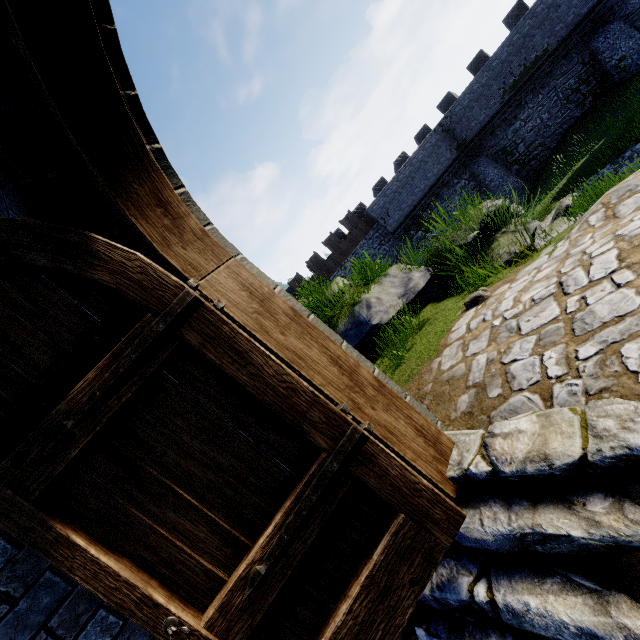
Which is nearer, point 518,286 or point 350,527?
point 350,527

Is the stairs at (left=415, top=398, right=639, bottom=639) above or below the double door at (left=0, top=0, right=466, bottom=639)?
below

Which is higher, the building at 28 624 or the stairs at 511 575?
the building at 28 624

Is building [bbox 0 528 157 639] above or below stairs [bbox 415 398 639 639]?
above

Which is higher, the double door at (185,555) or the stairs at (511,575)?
the double door at (185,555)
